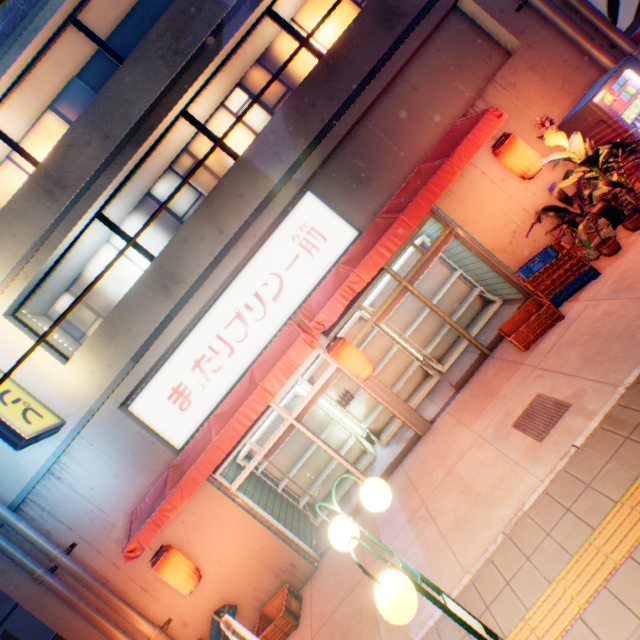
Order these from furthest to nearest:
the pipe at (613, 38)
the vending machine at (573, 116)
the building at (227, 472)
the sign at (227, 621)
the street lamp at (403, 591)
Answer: the building at (227, 472) < the pipe at (613, 38) < the vending machine at (573, 116) < the sign at (227, 621) < the street lamp at (403, 591)

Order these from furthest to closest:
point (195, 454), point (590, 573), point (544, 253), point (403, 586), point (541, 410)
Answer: point (195, 454) → point (544, 253) → point (541, 410) → point (590, 573) → point (403, 586)

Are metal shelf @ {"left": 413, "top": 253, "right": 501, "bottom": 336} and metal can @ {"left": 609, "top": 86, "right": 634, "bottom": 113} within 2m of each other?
no

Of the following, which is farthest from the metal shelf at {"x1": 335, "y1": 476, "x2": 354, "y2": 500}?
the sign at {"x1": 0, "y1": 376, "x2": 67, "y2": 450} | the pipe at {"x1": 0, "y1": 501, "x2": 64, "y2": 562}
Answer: the sign at {"x1": 0, "y1": 376, "x2": 67, "y2": 450}

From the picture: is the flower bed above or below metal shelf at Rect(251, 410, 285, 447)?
below

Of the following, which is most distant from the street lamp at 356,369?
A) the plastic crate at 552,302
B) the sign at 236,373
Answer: the plastic crate at 552,302

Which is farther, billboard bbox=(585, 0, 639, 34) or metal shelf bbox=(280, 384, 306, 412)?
metal shelf bbox=(280, 384, 306, 412)

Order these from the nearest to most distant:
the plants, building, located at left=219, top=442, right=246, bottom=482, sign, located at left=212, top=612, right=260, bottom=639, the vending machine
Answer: sign, located at left=212, top=612, right=260, bottom=639
the plants
the vending machine
building, located at left=219, top=442, right=246, bottom=482
